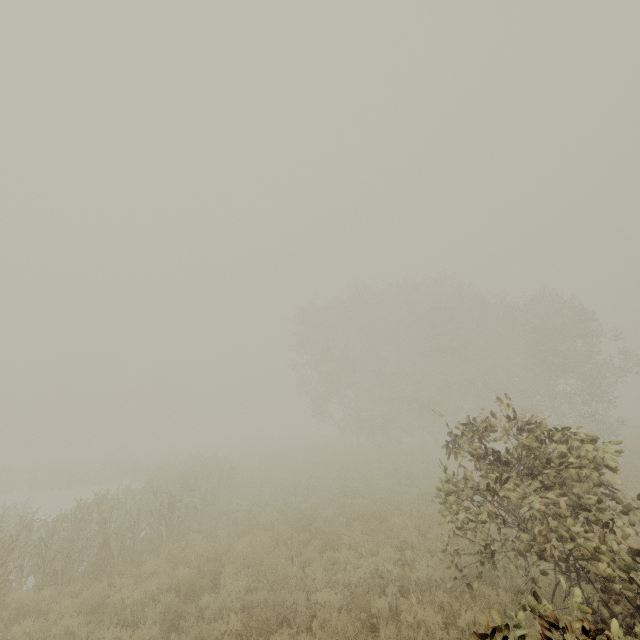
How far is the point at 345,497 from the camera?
13.35m
